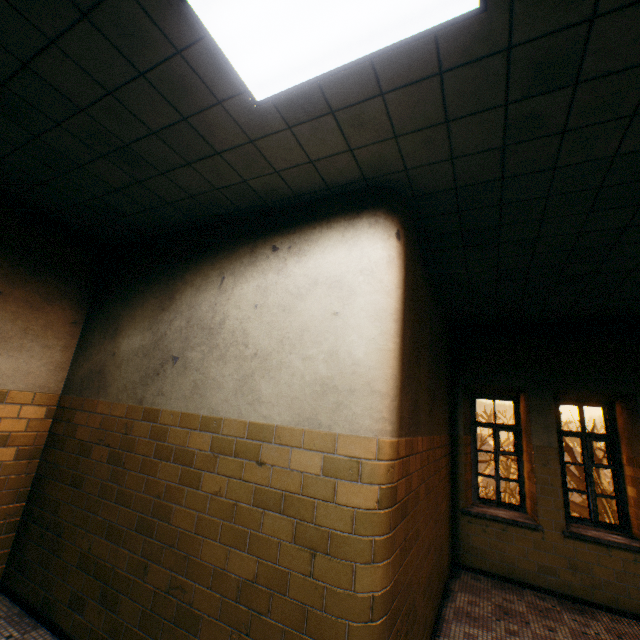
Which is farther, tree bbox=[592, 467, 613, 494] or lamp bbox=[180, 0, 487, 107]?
tree bbox=[592, 467, 613, 494]

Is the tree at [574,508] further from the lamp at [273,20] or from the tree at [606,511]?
the tree at [606,511]

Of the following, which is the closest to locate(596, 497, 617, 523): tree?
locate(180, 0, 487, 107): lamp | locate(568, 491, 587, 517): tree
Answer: locate(180, 0, 487, 107): lamp

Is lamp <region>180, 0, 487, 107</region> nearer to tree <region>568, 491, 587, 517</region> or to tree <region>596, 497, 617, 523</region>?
tree <region>568, 491, 587, 517</region>

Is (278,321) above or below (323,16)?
below

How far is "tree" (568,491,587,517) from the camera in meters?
16.3
